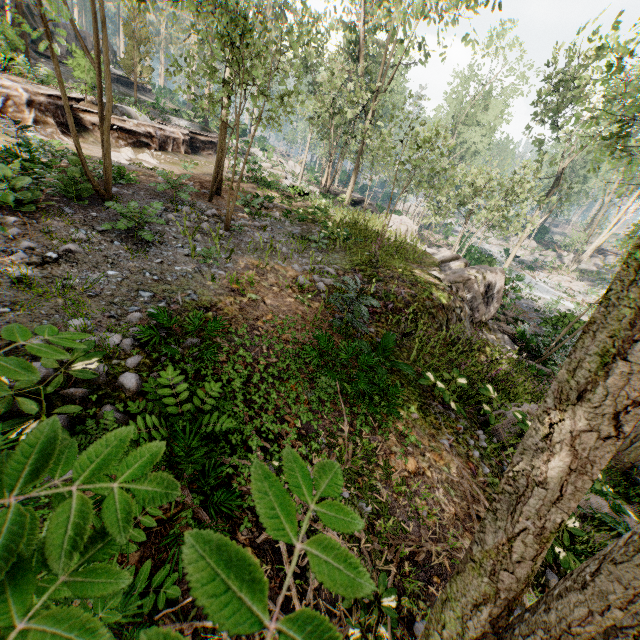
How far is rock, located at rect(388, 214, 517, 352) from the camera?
12.86m

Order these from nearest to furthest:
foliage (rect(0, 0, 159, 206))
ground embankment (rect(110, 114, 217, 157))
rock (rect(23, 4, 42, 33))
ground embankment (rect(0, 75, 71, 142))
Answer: foliage (rect(0, 0, 159, 206))
ground embankment (rect(0, 75, 71, 142))
ground embankment (rect(110, 114, 217, 157))
rock (rect(23, 4, 42, 33))

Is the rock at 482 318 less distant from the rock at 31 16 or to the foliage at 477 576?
the foliage at 477 576

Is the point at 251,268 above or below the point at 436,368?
above

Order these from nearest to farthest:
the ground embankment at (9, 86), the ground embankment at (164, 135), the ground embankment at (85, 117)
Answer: the ground embankment at (9, 86) → the ground embankment at (85, 117) → the ground embankment at (164, 135)

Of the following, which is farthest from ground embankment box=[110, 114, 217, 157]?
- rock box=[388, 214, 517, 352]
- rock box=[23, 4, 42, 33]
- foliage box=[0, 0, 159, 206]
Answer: rock box=[23, 4, 42, 33]

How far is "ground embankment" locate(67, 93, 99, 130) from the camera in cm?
1698
